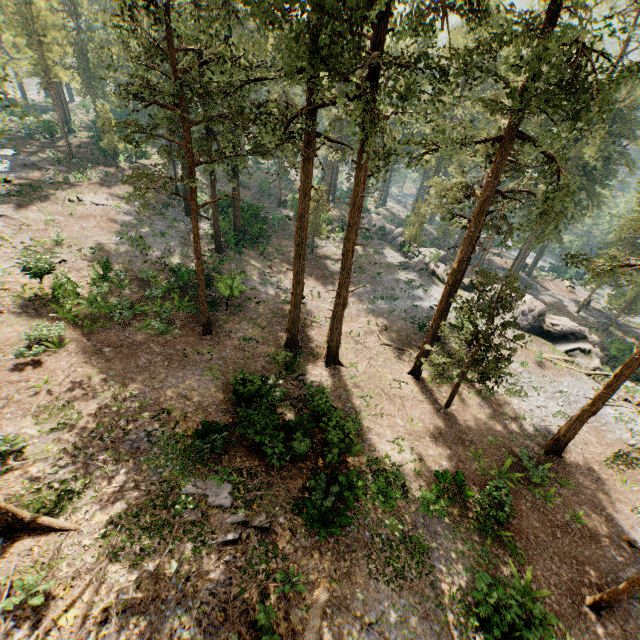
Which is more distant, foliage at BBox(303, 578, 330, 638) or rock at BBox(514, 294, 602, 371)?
rock at BBox(514, 294, 602, 371)

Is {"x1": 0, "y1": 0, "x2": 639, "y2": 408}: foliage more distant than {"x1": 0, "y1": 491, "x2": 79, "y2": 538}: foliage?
Yes

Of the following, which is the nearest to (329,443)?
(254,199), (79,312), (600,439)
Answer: (79,312)

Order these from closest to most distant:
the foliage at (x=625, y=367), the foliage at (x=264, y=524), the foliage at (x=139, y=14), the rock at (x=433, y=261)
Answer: the foliage at (x=139, y=14)
the foliage at (x=264, y=524)
the foliage at (x=625, y=367)
the rock at (x=433, y=261)

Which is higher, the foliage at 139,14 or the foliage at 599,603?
the foliage at 139,14

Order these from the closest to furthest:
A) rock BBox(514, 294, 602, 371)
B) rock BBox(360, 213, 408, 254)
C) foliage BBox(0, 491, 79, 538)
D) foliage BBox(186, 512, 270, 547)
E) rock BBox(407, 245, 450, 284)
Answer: foliage BBox(0, 491, 79, 538) < foliage BBox(186, 512, 270, 547) < rock BBox(514, 294, 602, 371) < rock BBox(407, 245, 450, 284) < rock BBox(360, 213, 408, 254)
